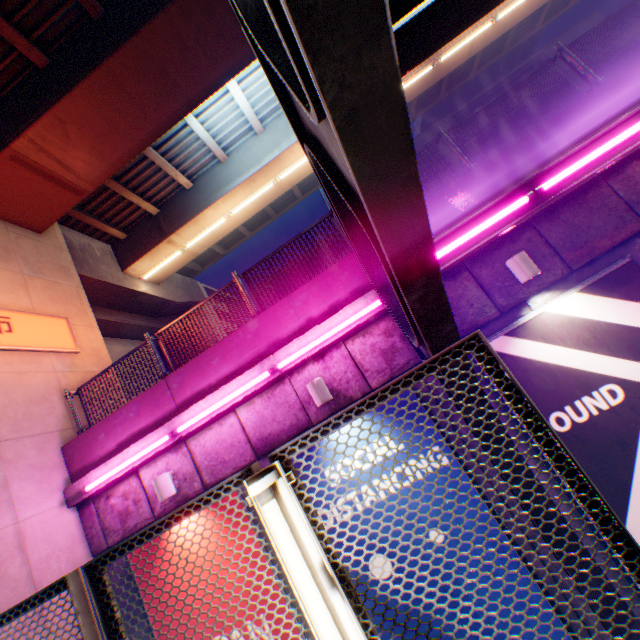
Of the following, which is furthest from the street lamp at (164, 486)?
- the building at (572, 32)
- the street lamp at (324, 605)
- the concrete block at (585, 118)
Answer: the building at (572, 32)

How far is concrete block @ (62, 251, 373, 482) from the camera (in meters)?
5.89

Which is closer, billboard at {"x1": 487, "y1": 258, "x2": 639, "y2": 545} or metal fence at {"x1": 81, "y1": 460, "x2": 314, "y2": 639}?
metal fence at {"x1": 81, "y1": 460, "x2": 314, "y2": 639}

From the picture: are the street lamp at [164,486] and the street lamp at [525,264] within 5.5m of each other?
no

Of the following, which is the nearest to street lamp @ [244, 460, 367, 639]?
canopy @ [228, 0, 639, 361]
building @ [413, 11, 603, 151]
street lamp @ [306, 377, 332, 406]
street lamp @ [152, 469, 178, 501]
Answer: canopy @ [228, 0, 639, 361]

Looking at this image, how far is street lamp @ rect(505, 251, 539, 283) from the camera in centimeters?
471cm

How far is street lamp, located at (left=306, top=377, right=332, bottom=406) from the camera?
5.2m

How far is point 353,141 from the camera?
1.26m
